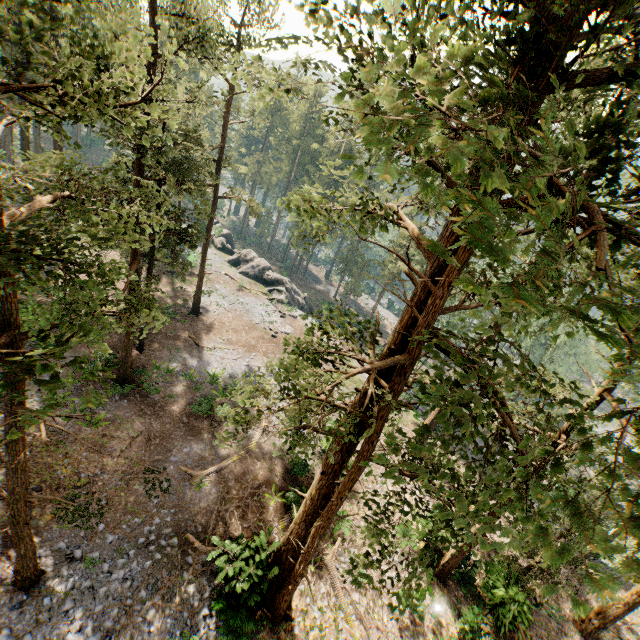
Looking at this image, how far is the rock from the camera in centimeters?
4318cm

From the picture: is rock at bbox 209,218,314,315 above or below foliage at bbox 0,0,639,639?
below

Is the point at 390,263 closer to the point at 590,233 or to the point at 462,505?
the point at 462,505

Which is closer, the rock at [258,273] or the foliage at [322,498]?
the foliage at [322,498]

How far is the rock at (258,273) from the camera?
43.18m

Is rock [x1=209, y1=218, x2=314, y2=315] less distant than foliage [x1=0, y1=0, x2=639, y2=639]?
No
